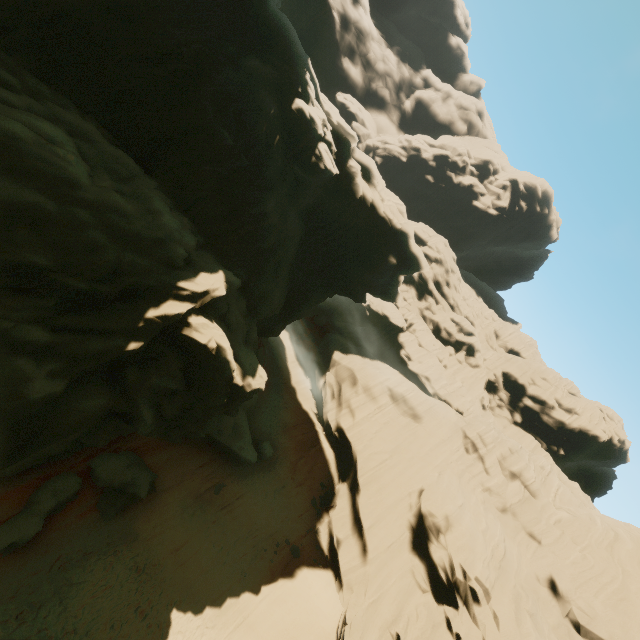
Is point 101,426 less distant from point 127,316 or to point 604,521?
point 127,316

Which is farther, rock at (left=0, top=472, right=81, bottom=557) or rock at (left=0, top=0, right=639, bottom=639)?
rock at (left=0, top=472, right=81, bottom=557)

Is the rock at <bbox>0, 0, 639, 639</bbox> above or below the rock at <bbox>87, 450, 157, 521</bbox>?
above

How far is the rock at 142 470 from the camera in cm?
1590

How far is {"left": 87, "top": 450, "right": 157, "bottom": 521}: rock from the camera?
15.9 meters

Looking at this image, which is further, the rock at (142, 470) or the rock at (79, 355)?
the rock at (142, 470)
